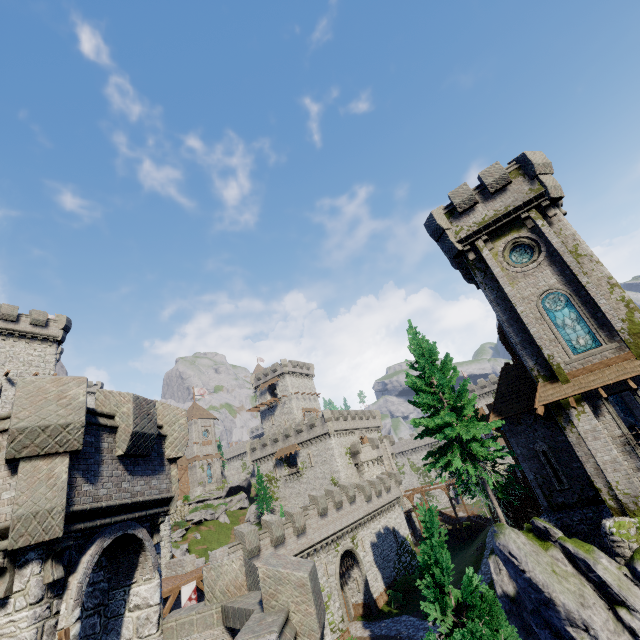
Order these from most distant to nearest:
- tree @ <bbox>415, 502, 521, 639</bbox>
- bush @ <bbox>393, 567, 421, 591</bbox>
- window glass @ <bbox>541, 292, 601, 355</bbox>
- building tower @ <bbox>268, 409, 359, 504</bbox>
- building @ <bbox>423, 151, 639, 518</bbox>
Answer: building tower @ <bbox>268, 409, 359, 504</bbox> → bush @ <bbox>393, 567, 421, 591</bbox> → window glass @ <bbox>541, 292, 601, 355</bbox> → building @ <bbox>423, 151, 639, 518</bbox> → tree @ <bbox>415, 502, 521, 639</bbox>

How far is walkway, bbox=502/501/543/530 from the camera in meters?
23.0

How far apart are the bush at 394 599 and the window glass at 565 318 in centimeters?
3168cm

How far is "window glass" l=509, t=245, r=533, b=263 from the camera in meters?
20.1 m

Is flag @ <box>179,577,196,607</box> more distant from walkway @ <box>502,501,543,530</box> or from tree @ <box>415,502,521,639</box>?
walkway @ <box>502,501,543,530</box>

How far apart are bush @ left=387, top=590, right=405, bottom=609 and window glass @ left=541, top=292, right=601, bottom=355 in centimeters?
3168cm

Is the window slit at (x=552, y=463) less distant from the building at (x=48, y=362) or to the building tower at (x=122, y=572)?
the building tower at (x=122, y=572)

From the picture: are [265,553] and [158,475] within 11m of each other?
no
